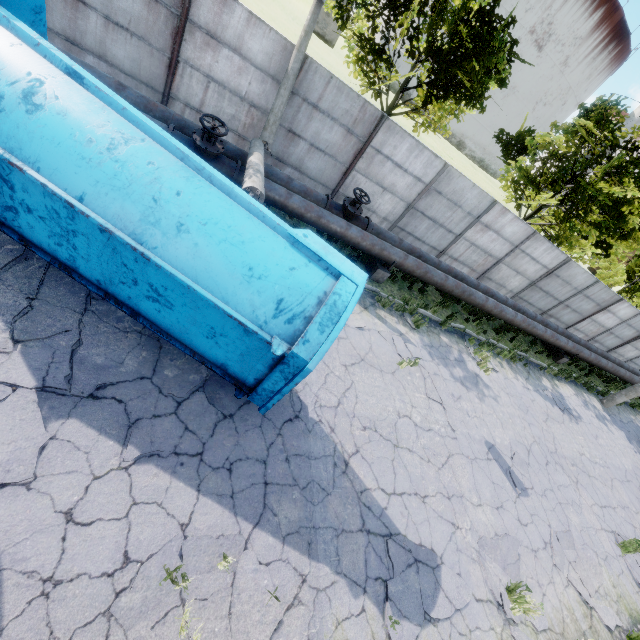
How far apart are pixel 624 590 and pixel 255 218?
12.7m

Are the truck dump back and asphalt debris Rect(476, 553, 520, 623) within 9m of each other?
yes

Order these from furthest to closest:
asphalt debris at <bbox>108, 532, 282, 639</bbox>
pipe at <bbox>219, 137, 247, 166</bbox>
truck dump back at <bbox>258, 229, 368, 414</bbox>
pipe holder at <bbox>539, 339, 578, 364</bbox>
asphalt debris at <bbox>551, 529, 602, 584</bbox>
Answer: pipe holder at <bbox>539, 339, 578, 364</bbox> < pipe at <bbox>219, 137, 247, 166</bbox> < asphalt debris at <bbox>551, 529, 602, 584</bbox> < truck dump back at <bbox>258, 229, 368, 414</bbox> < asphalt debris at <bbox>108, 532, 282, 639</bbox>

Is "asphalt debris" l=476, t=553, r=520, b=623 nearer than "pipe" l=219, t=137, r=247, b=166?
Yes

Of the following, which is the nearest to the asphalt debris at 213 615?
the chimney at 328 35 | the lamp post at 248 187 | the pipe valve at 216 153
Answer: the lamp post at 248 187

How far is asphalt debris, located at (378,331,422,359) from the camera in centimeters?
924cm

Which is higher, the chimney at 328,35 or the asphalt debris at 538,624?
the chimney at 328,35

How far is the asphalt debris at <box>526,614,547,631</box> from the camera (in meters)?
6.04
